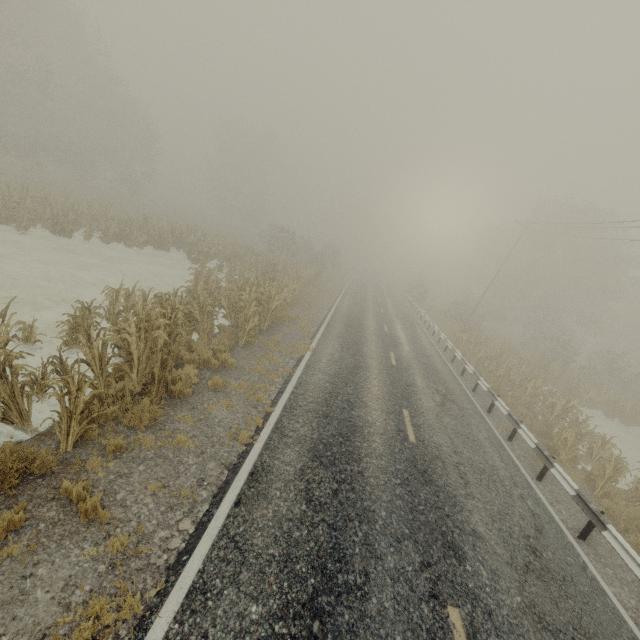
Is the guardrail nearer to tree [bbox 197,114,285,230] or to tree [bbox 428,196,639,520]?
tree [bbox 428,196,639,520]

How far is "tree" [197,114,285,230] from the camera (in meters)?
52.38

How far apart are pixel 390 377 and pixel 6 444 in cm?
1082

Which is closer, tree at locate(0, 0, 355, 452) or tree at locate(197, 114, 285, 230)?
tree at locate(0, 0, 355, 452)

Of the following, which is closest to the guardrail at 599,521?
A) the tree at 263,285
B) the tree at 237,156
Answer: the tree at 263,285

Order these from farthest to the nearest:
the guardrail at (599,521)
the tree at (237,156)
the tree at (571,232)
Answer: the tree at (237,156), the tree at (571,232), the guardrail at (599,521)
